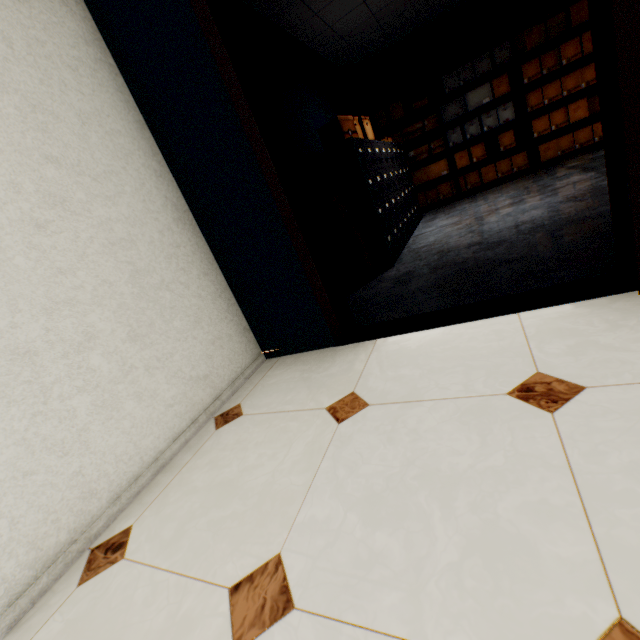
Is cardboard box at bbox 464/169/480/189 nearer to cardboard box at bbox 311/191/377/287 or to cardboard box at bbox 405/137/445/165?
cardboard box at bbox 405/137/445/165

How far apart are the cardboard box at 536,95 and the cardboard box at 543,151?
0.6m

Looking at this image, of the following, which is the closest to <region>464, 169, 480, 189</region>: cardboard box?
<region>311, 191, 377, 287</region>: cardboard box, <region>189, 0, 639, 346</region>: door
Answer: <region>311, 191, 377, 287</region>: cardboard box

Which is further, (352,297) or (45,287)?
(352,297)

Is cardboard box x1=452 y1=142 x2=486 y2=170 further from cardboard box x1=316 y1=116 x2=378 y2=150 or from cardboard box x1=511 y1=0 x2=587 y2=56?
cardboard box x1=316 y1=116 x2=378 y2=150

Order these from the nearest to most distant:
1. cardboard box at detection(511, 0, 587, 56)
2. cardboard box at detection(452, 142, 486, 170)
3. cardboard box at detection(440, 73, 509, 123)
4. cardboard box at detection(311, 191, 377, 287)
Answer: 1. cardboard box at detection(311, 191, 377, 287)
2. cardboard box at detection(511, 0, 587, 56)
3. cardboard box at detection(440, 73, 509, 123)
4. cardboard box at detection(452, 142, 486, 170)

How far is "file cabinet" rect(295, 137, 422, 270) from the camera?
3.2 meters

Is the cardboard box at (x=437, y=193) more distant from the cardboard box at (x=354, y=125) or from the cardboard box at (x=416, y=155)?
the cardboard box at (x=354, y=125)
